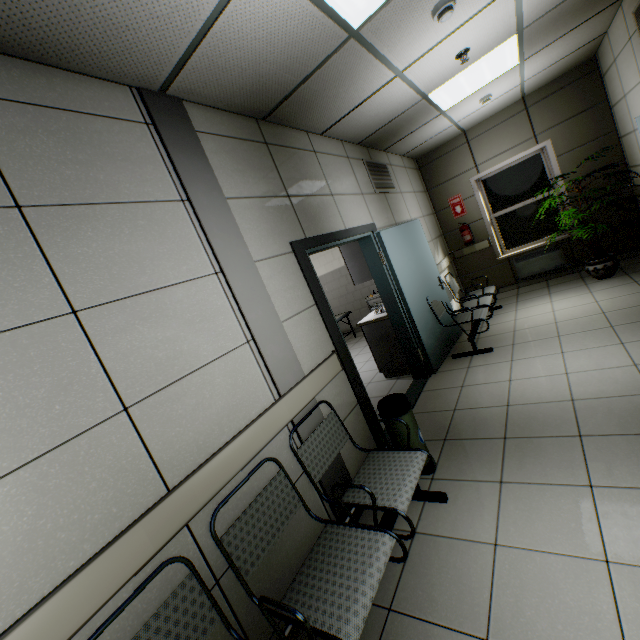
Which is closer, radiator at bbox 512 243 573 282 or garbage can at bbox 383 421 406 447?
garbage can at bbox 383 421 406 447

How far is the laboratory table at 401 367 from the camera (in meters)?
4.63

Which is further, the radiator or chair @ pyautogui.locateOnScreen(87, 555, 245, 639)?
the radiator

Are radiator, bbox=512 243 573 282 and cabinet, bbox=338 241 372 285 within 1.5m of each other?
no

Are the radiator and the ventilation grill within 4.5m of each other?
yes

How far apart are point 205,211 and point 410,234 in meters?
3.4 m

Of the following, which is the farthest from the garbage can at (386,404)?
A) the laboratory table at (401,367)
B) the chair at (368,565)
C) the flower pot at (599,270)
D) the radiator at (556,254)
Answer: the radiator at (556,254)

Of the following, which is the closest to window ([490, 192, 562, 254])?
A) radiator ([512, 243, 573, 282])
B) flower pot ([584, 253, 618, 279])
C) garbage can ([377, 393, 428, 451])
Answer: radiator ([512, 243, 573, 282])
